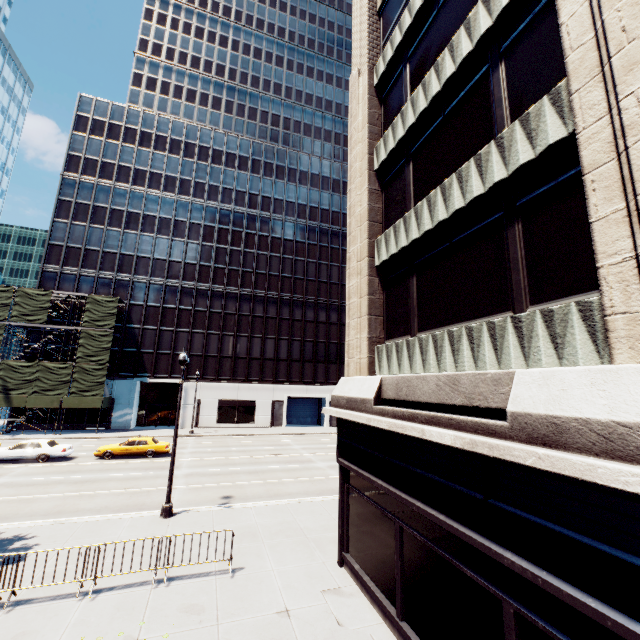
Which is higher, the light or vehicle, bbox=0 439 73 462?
vehicle, bbox=0 439 73 462

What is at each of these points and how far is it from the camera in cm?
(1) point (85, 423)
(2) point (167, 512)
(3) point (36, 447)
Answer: (1) building, 3822
(2) light, 1405
(3) vehicle, 2328

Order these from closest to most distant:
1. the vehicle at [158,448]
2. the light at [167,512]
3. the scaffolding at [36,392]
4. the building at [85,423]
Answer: the light at [167,512]
the vehicle at [158,448]
the scaffolding at [36,392]
the building at [85,423]

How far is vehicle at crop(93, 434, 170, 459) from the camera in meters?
24.7 m

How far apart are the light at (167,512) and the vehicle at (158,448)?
12.89m

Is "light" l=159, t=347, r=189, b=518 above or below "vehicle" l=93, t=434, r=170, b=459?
Answer: below

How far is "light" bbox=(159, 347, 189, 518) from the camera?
14.09m

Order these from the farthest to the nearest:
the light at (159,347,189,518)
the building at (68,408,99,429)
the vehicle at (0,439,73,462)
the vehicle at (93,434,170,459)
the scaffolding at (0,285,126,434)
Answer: the building at (68,408,99,429), the scaffolding at (0,285,126,434), the vehicle at (93,434,170,459), the vehicle at (0,439,73,462), the light at (159,347,189,518)
